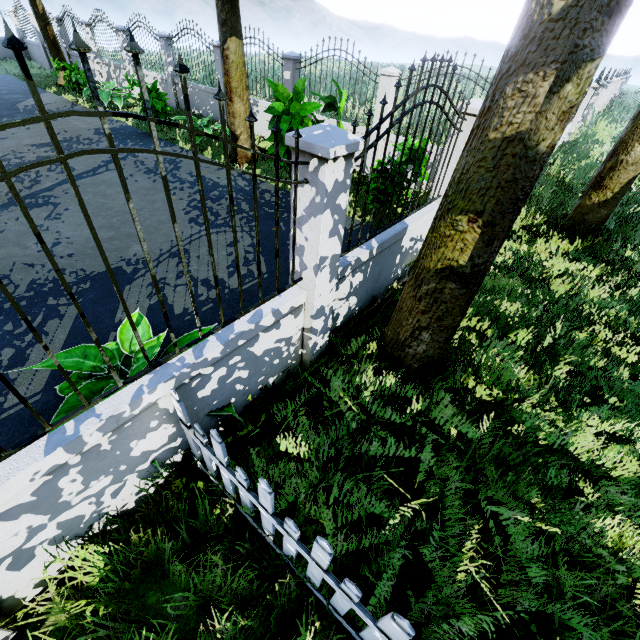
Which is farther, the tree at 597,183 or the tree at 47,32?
the tree at 47,32

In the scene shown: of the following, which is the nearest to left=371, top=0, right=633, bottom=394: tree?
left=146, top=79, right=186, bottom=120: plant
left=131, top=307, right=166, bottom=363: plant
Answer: left=131, top=307, right=166, bottom=363: plant

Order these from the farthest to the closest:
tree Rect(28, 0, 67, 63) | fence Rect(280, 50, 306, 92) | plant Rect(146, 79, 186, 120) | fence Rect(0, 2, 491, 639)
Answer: tree Rect(28, 0, 67, 63) → plant Rect(146, 79, 186, 120) → fence Rect(280, 50, 306, 92) → fence Rect(0, 2, 491, 639)

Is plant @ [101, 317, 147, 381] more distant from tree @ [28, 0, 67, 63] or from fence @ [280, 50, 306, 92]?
tree @ [28, 0, 67, 63]

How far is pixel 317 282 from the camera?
3.02m

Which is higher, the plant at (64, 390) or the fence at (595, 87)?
the fence at (595, 87)

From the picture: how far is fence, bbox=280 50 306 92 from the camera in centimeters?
914cm

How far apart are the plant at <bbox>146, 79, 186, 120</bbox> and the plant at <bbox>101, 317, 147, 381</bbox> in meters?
9.5 m
